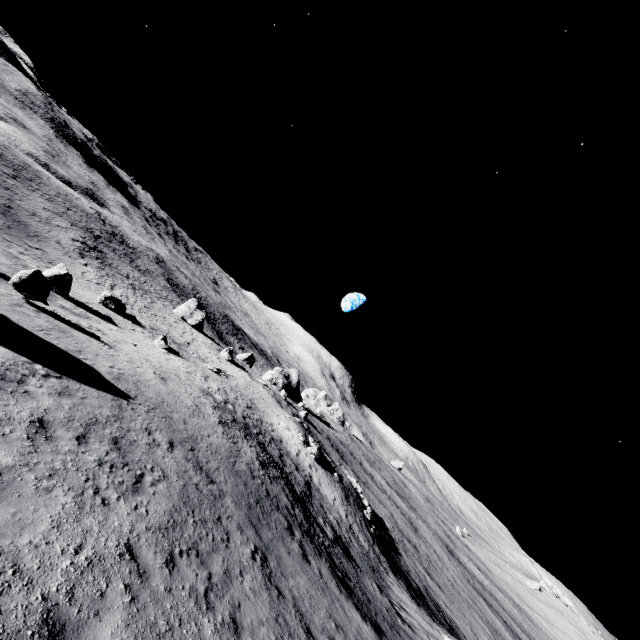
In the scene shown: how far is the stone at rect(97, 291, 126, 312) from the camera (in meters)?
33.09

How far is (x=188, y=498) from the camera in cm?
1012

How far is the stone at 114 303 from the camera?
33.1m
